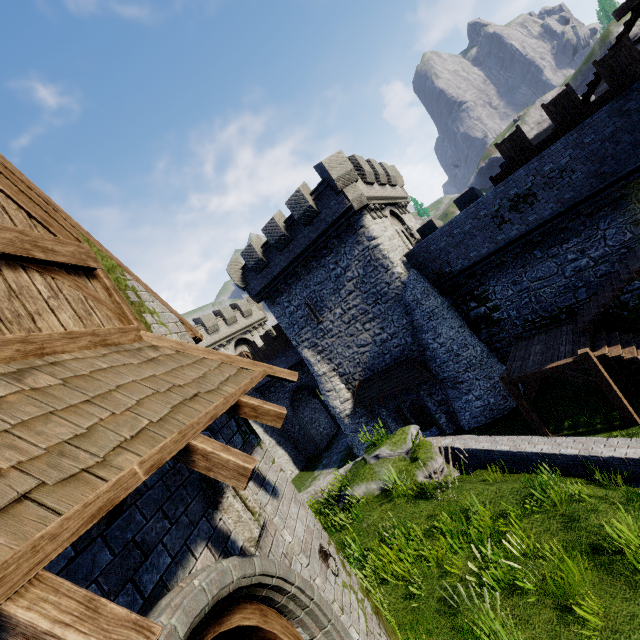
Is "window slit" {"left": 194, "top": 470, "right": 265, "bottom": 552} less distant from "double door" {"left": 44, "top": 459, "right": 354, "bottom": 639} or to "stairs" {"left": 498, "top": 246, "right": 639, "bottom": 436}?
"double door" {"left": 44, "top": 459, "right": 354, "bottom": 639}

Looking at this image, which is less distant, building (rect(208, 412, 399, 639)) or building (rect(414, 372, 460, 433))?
building (rect(208, 412, 399, 639))

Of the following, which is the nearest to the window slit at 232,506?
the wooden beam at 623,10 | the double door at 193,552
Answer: the double door at 193,552

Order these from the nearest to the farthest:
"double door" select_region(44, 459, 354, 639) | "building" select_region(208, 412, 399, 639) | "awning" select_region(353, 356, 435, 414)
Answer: "double door" select_region(44, 459, 354, 639), "building" select_region(208, 412, 399, 639), "awning" select_region(353, 356, 435, 414)

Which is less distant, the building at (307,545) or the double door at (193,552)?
the double door at (193,552)

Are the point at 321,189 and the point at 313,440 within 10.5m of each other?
no

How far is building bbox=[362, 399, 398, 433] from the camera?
21.33m

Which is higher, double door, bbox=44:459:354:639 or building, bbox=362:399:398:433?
double door, bbox=44:459:354:639
